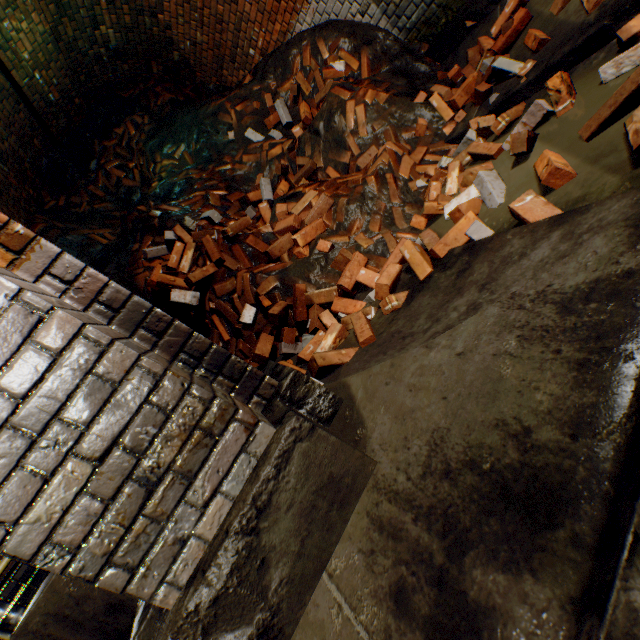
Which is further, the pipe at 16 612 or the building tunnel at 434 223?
the pipe at 16 612

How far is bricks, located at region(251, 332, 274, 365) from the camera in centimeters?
256cm

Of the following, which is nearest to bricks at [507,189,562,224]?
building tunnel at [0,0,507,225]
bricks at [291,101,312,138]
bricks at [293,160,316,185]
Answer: building tunnel at [0,0,507,225]

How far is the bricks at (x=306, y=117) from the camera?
4.1m

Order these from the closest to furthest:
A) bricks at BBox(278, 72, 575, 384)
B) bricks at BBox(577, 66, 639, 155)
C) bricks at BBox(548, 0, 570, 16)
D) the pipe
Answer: bricks at BBox(577, 66, 639, 155) < bricks at BBox(278, 72, 575, 384) < bricks at BBox(548, 0, 570, 16) < the pipe

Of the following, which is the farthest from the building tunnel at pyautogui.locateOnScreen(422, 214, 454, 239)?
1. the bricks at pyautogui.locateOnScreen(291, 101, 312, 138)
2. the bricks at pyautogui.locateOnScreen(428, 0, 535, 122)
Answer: the bricks at pyautogui.locateOnScreen(291, 101, 312, 138)

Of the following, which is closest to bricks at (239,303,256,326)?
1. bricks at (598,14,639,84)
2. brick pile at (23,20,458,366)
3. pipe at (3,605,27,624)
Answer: brick pile at (23,20,458,366)

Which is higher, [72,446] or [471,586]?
[72,446]
